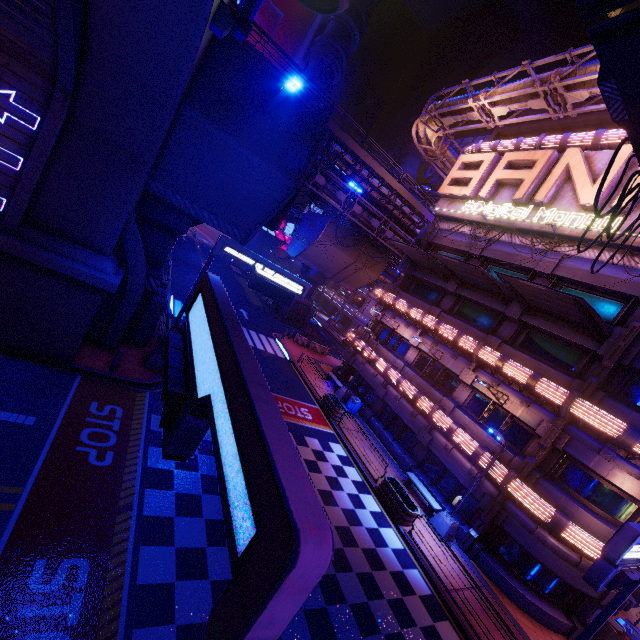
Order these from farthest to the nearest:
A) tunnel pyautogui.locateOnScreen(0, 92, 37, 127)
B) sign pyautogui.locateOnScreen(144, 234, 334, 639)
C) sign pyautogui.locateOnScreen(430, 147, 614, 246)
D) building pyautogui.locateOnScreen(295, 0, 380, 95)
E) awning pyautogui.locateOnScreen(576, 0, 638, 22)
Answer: sign pyautogui.locateOnScreen(430, 147, 614, 246) < building pyautogui.locateOnScreen(295, 0, 380, 95) < tunnel pyautogui.locateOnScreen(0, 92, 37, 127) < awning pyautogui.locateOnScreen(576, 0, 638, 22) < sign pyautogui.locateOnScreen(144, 234, 334, 639)

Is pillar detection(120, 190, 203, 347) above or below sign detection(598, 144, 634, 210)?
below

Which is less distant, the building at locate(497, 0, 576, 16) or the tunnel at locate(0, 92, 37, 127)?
the tunnel at locate(0, 92, 37, 127)

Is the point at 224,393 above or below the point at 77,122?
below

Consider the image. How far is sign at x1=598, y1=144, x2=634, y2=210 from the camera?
15.8m

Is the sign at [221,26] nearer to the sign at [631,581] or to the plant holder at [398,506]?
the sign at [631,581]

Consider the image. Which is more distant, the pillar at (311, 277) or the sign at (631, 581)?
the pillar at (311, 277)

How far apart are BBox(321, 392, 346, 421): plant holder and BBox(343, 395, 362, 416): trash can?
1.16m
